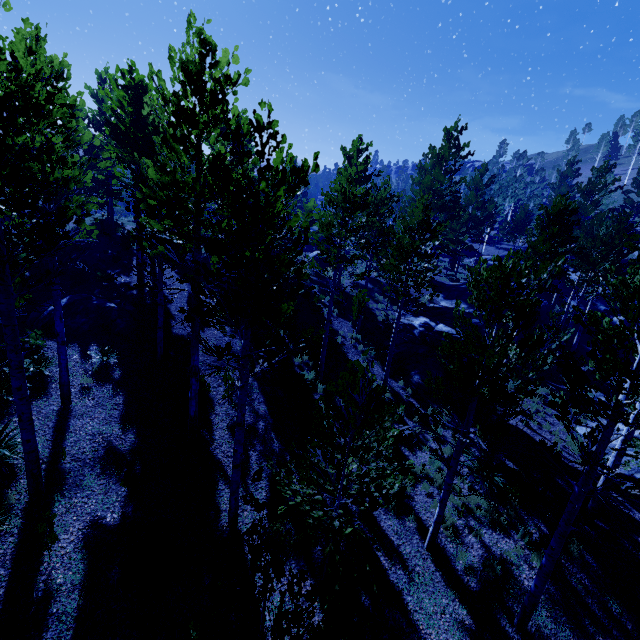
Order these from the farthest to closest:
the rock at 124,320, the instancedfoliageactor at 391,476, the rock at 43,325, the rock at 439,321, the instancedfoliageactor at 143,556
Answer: the rock at 439,321
the rock at 124,320
the rock at 43,325
the instancedfoliageactor at 143,556
the instancedfoliageactor at 391,476

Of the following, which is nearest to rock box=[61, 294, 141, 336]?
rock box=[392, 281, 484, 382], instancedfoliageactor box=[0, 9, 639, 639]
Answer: instancedfoliageactor box=[0, 9, 639, 639]

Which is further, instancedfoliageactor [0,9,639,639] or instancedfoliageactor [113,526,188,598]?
instancedfoliageactor [113,526,188,598]

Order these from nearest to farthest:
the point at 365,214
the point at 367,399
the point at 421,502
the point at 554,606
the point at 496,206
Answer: the point at 367,399
the point at 554,606
the point at 421,502
the point at 365,214
the point at 496,206

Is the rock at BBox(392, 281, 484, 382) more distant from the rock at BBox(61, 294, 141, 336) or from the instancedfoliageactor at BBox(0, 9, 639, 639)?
the rock at BBox(61, 294, 141, 336)

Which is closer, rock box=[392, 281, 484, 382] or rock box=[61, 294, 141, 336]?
rock box=[61, 294, 141, 336]

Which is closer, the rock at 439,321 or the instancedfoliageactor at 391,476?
the instancedfoliageactor at 391,476
